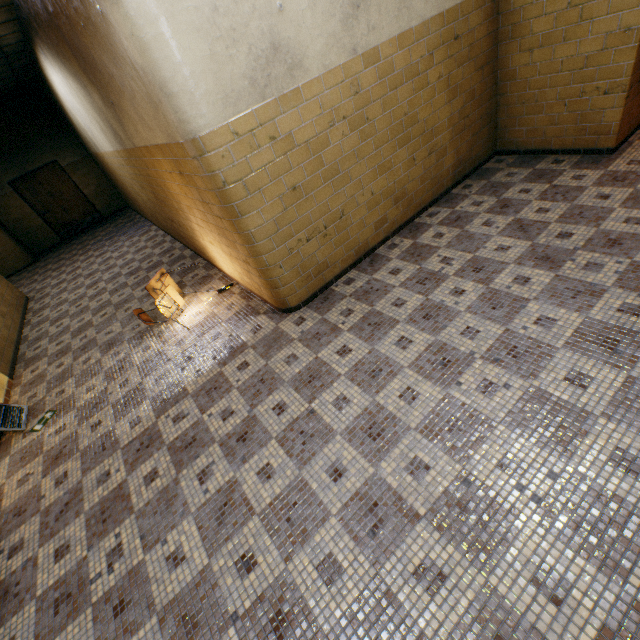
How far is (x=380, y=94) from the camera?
3.4 meters

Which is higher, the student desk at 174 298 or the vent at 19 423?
the student desk at 174 298

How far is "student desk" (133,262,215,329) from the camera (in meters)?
4.40

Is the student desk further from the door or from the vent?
the door

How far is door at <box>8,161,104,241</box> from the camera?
10.7 meters

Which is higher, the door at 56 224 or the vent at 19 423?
the door at 56 224

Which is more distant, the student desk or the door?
the door

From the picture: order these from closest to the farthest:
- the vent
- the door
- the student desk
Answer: the vent → the student desk → the door
